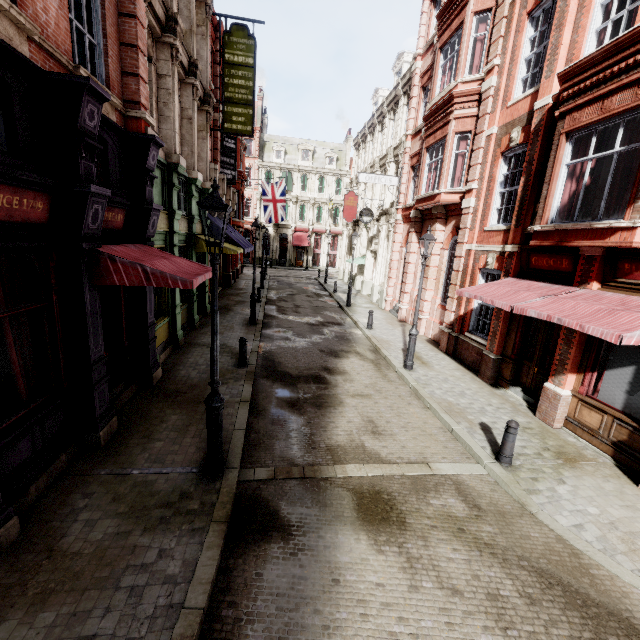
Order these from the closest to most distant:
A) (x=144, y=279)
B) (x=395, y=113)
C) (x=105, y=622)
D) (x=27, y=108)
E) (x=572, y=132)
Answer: (x=105, y=622) → (x=27, y=108) → (x=144, y=279) → (x=572, y=132) → (x=395, y=113)

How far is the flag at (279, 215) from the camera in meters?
24.6

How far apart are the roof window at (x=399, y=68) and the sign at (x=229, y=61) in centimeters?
1190cm

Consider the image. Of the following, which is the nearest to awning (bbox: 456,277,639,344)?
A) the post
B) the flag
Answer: the post

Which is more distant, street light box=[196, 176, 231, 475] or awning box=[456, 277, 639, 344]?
awning box=[456, 277, 639, 344]

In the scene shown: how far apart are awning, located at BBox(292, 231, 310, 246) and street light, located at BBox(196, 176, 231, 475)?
41.0m

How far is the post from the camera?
6.4 meters

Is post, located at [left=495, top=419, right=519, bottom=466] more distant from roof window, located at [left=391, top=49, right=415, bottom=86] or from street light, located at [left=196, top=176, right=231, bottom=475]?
roof window, located at [left=391, top=49, right=415, bottom=86]
